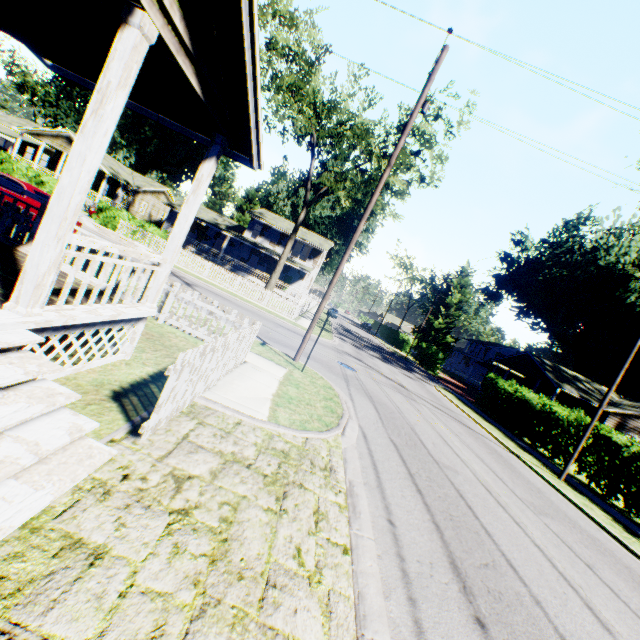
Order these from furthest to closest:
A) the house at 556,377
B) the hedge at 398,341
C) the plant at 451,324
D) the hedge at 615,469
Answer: the plant at 451,324, the hedge at 398,341, the house at 556,377, the hedge at 615,469

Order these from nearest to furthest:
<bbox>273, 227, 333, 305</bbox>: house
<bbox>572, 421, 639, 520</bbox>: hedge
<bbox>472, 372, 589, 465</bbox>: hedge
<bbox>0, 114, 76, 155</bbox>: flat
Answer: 1. <bbox>572, 421, 639, 520</bbox>: hedge
2. <bbox>472, 372, 589, 465</bbox>: hedge
3. <bbox>0, 114, 76, 155</bbox>: flat
4. <bbox>273, 227, 333, 305</bbox>: house

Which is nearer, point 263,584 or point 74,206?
A: point 263,584

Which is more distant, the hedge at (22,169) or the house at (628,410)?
the house at (628,410)

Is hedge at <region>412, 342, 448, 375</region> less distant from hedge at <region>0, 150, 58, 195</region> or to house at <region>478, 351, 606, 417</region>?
house at <region>478, 351, 606, 417</region>

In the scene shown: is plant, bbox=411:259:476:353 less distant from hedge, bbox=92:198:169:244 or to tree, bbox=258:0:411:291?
tree, bbox=258:0:411:291

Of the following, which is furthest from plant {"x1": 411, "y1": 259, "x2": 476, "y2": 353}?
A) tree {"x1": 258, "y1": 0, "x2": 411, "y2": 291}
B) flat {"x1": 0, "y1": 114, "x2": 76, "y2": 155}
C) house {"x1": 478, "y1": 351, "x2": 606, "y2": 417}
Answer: tree {"x1": 258, "y1": 0, "x2": 411, "y2": 291}

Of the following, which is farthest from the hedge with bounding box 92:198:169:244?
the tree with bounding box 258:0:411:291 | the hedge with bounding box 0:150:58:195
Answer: the tree with bounding box 258:0:411:291
